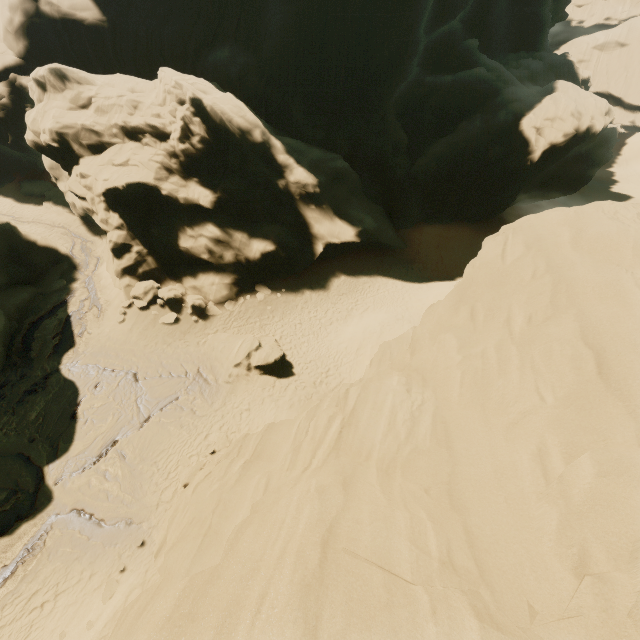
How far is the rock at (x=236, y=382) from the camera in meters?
17.4

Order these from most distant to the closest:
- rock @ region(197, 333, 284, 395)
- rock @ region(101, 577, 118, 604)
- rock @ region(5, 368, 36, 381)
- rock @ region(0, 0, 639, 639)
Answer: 1. rock @ region(197, 333, 284, 395)
2. rock @ region(5, 368, 36, 381)
3. rock @ region(101, 577, 118, 604)
4. rock @ region(0, 0, 639, 639)

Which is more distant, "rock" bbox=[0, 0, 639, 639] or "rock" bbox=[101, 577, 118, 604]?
"rock" bbox=[101, 577, 118, 604]

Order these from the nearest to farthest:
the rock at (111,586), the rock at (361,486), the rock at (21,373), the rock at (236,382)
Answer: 1. the rock at (361,486)
2. the rock at (111,586)
3. the rock at (21,373)
4. the rock at (236,382)

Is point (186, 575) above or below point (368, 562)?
below

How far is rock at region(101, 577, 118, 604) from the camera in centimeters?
1042cm

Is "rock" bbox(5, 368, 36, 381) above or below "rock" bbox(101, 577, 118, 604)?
below
